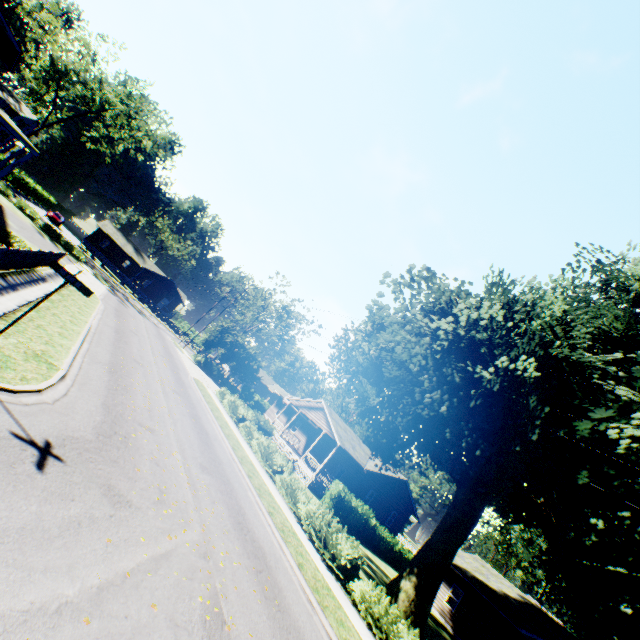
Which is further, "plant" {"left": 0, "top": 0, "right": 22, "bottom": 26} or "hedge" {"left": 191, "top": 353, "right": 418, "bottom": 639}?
"plant" {"left": 0, "top": 0, "right": 22, "bottom": 26}

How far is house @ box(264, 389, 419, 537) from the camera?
29.6 meters

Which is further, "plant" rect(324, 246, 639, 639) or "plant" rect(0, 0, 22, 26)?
"plant" rect(0, 0, 22, 26)

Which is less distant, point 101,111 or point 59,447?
point 59,447

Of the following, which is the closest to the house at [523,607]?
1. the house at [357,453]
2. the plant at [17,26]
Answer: the plant at [17,26]

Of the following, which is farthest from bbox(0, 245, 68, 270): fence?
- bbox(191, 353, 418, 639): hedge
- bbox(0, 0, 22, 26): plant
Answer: bbox(191, 353, 418, 639): hedge

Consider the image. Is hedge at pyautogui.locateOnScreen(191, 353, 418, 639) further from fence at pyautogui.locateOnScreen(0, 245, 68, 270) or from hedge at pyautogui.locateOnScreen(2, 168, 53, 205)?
hedge at pyautogui.locateOnScreen(2, 168, 53, 205)

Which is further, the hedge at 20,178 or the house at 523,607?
the hedge at 20,178
